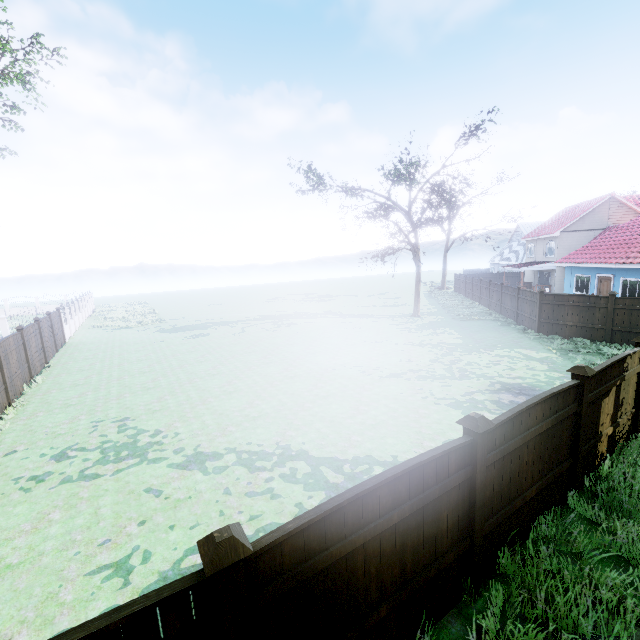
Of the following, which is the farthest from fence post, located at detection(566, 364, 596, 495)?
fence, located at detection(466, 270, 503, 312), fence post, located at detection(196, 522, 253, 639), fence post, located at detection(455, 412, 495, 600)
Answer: fence post, located at detection(196, 522, 253, 639)

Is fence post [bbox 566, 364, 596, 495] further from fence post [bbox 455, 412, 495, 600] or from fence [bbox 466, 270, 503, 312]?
Answer: fence post [bbox 455, 412, 495, 600]

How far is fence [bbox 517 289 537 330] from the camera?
18.2 meters

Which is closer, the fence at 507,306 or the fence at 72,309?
the fence at 72,309

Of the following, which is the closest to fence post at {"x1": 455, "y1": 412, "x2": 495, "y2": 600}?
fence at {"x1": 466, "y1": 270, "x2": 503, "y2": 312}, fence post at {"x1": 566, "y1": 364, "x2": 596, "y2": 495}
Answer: fence at {"x1": 466, "y1": 270, "x2": 503, "y2": 312}

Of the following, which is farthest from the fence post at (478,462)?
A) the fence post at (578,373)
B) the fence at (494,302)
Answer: the fence post at (578,373)

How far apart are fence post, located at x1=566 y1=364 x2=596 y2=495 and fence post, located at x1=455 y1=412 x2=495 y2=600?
2.7 meters

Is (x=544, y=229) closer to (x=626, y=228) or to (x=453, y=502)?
(x=626, y=228)
